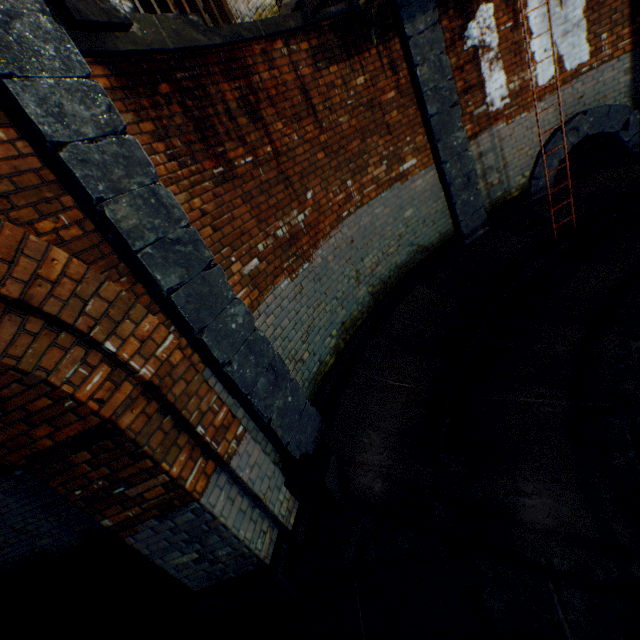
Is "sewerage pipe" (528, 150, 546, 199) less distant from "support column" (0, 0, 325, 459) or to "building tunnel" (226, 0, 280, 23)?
"building tunnel" (226, 0, 280, 23)

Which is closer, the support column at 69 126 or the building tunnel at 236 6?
the support column at 69 126

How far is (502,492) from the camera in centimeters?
297cm

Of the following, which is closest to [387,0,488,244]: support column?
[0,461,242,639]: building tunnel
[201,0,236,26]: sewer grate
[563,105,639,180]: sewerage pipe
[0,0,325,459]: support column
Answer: [563,105,639,180]: sewerage pipe

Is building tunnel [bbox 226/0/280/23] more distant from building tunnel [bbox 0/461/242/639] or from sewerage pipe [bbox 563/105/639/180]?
sewerage pipe [bbox 563/105/639/180]

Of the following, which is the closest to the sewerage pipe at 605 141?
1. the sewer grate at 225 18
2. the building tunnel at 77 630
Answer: the sewer grate at 225 18

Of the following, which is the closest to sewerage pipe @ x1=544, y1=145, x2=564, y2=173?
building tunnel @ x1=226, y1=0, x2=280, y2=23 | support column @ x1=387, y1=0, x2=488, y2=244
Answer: support column @ x1=387, y1=0, x2=488, y2=244

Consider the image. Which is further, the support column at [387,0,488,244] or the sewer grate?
the sewer grate
